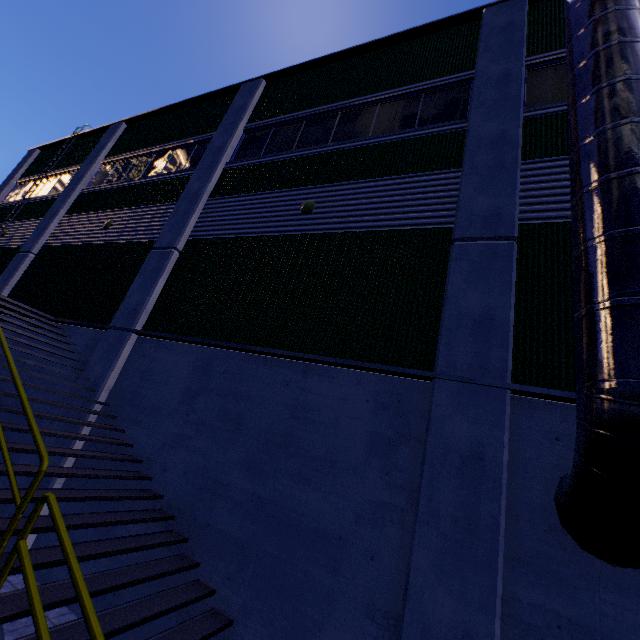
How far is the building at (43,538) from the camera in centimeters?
619cm

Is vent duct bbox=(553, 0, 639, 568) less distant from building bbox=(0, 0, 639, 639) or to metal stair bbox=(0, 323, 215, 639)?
building bbox=(0, 0, 639, 639)

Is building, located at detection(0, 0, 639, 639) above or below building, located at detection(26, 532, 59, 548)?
above

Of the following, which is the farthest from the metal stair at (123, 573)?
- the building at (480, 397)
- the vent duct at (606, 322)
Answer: the vent duct at (606, 322)

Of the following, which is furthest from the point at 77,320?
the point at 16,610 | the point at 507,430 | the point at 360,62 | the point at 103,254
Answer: the point at 360,62

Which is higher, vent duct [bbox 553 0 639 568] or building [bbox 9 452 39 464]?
vent duct [bbox 553 0 639 568]
